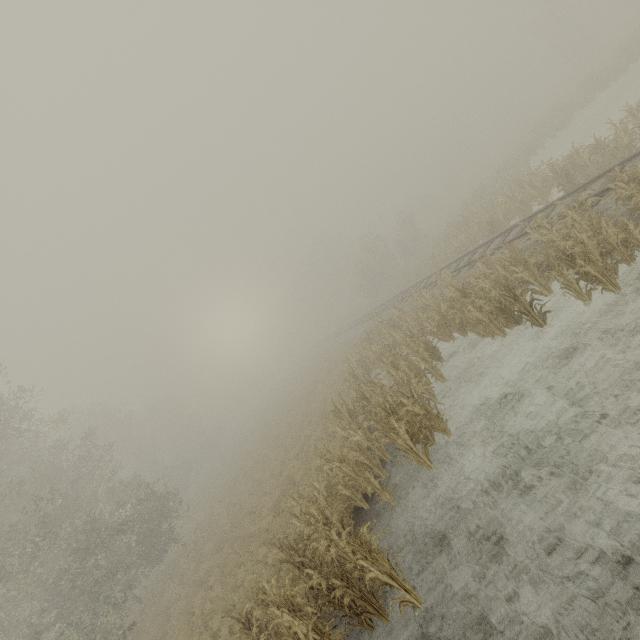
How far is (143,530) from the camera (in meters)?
19.61

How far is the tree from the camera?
56.34m

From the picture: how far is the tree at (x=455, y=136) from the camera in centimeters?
5634cm
